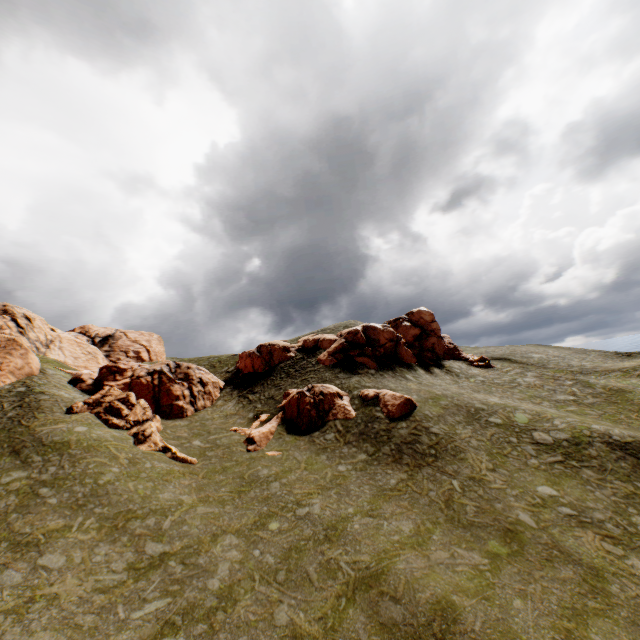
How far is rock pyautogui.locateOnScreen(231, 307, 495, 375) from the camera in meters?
37.1

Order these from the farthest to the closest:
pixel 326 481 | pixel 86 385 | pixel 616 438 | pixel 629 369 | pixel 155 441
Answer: pixel 629 369 → pixel 86 385 → pixel 155 441 → pixel 616 438 → pixel 326 481

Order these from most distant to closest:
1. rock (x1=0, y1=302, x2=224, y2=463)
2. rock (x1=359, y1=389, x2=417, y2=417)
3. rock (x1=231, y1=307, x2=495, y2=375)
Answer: rock (x1=231, y1=307, x2=495, y2=375)
rock (x1=359, y1=389, x2=417, y2=417)
rock (x1=0, y1=302, x2=224, y2=463)

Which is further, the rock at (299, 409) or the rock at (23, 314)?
the rock at (299, 409)

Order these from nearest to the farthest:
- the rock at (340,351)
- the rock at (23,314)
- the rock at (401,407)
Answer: the rock at (23,314)
the rock at (401,407)
the rock at (340,351)

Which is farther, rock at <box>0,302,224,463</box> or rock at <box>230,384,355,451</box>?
rock at <box>230,384,355,451</box>

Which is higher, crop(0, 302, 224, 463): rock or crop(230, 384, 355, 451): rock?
crop(0, 302, 224, 463): rock
